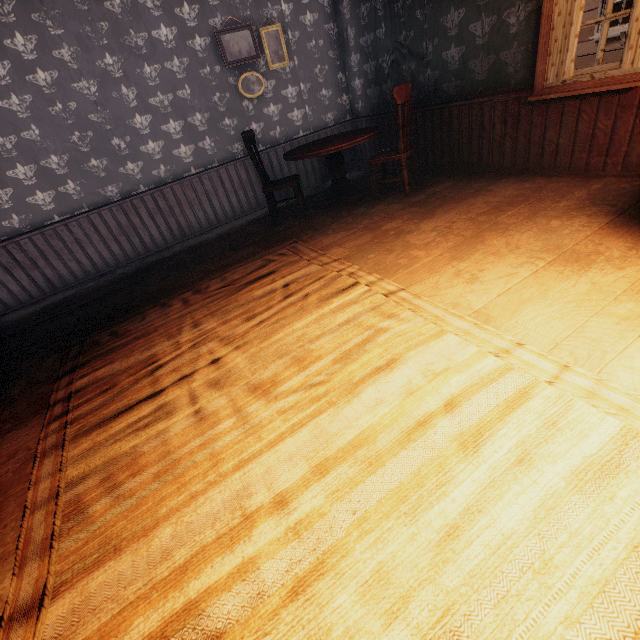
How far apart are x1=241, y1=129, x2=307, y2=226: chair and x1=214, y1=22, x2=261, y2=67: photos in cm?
129

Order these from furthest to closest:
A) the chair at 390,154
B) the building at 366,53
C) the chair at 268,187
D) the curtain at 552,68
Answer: the chair at 268,187
the chair at 390,154
the curtain at 552,68
the building at 366,53

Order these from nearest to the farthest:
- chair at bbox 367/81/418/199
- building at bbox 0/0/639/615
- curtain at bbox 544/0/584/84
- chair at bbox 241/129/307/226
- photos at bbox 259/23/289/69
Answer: building at bbox 0/0/639/615 < curtain at bbox 544/0/584/84 < chair at bbox 367/81/418/199 < chair at bbox 241/129/307/226 < photos at bbox 259/23/289/69

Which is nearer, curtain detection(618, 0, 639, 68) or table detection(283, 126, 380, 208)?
curtain detection(618, 0, 639, 68)

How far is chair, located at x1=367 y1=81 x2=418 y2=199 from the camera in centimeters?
363cm

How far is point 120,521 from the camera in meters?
1.4

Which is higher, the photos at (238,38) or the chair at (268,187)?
the photos at (238,38)

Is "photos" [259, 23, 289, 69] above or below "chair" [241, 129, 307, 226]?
above
